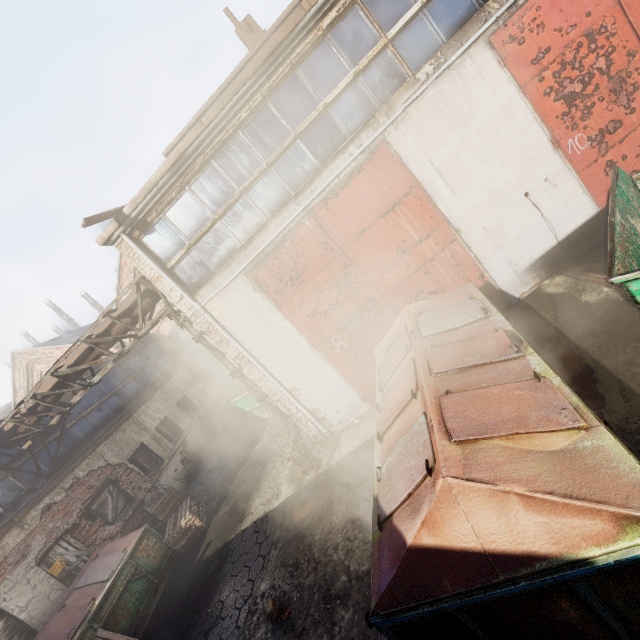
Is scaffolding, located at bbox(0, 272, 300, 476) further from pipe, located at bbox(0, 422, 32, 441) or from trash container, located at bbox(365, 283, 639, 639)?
trash container, located at bbox(365, 283, 639, 639)

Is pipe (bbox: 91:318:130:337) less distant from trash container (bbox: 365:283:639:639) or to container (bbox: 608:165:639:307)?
trash container (bbox: 365:283:639:639)

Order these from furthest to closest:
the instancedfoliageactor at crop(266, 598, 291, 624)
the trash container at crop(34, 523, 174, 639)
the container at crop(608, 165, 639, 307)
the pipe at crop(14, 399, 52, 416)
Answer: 1. the pipe at crop(14, 399, 52, 416)
2. the trash container at crop(34, 523, 174, 639)
3. the instancedfoliageactor at crop(266, 598, 291, 624)
4. the container at crop(608, 165, 639, 307)

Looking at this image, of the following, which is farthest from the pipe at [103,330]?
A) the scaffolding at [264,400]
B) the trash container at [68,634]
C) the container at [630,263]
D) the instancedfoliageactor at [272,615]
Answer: the container at [630,263]

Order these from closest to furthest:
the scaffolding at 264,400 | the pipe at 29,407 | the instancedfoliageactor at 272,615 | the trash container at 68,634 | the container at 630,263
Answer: the container at 630,263, the instancedfoliageactor at 272,615, the trash container at 68,634, the scaffolding at 264,400, the pipe at 29,407

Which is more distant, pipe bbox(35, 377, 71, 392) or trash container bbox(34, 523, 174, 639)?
pipe bbox(35, 377, 71, 392)

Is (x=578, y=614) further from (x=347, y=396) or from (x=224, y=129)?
(x=224, y=129)

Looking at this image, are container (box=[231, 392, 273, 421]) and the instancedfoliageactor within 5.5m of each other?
no
